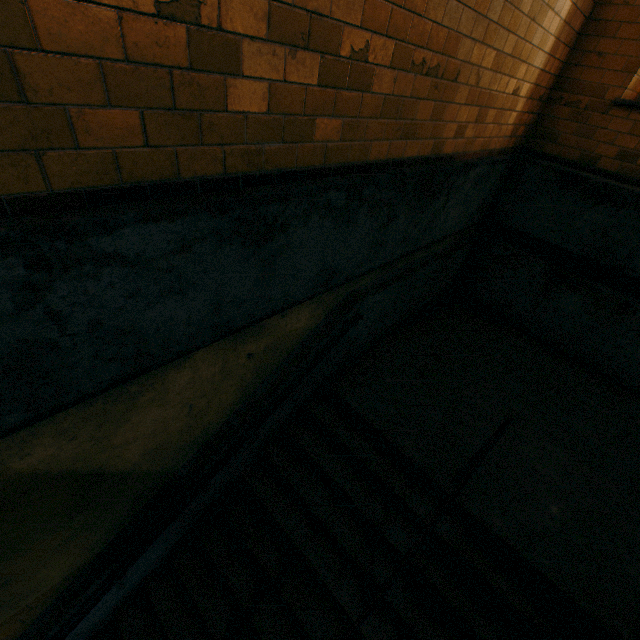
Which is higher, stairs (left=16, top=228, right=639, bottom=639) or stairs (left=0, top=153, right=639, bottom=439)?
stairs (left=0, top=153, right=639, bottom=439)

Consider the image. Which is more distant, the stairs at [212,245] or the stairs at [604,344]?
the stairs at [604,344]

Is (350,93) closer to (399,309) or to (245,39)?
(245,39)

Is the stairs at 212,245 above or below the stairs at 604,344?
above

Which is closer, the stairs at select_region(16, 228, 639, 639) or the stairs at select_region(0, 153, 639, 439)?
the stairs at select_region(0, 153, 639, 439)
